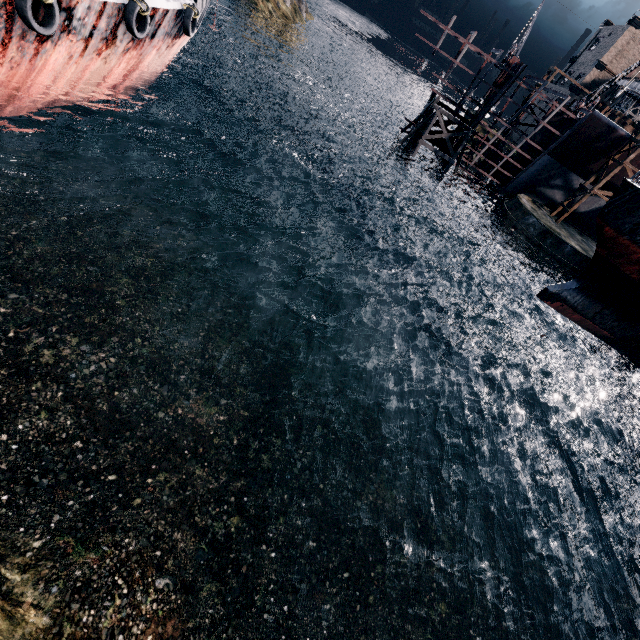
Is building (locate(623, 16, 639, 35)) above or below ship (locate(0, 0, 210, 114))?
above

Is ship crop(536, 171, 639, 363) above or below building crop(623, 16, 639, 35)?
below

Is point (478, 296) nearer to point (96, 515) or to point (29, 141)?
point (96, 515)

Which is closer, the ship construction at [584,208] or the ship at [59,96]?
the ship at [59,96]

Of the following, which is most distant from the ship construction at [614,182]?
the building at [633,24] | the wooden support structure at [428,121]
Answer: the building at [633,24]

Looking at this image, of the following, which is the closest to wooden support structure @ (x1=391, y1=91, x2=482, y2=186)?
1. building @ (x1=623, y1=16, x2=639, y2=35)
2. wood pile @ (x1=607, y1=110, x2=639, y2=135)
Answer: wood pile @ (x1=607, y1=110, x2=639, y2=135)

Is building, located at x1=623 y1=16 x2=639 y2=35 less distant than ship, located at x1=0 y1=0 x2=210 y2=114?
No

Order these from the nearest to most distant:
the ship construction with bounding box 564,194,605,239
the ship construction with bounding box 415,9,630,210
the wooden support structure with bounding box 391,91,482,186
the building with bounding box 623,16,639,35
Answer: the ship construction with bounding box 415,9,630,210, the wooden support structure with bounding box 391,91,482,186, the ship construction with bounding box 564,194,605,239, the building with bounding box 623,16,639,35
